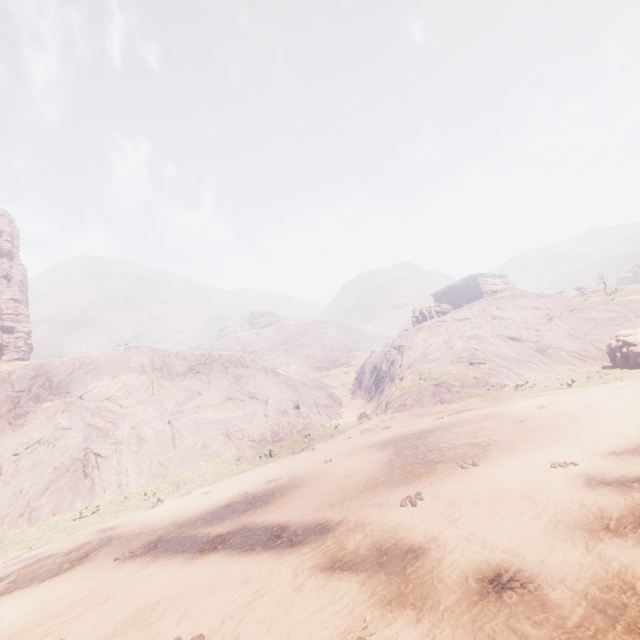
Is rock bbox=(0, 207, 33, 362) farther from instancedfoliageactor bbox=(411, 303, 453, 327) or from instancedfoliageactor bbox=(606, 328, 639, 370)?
instancedfoliageactor bbox=(606, 328, 639, 370)

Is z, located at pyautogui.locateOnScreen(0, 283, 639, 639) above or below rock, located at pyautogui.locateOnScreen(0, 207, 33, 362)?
below

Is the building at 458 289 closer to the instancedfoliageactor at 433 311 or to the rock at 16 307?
the instancedfoliageactor at 433 311

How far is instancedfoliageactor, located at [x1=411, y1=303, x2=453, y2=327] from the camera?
37.7 meters

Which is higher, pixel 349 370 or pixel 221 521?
pixel 349 370

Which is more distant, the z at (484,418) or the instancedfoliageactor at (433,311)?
the instancedfoliageactor at (433,311)

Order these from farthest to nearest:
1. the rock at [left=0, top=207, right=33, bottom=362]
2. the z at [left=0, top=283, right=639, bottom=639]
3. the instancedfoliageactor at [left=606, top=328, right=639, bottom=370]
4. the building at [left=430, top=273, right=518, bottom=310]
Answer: the building at [left=430, top=273, right=518, bottom=310] < the rock at [left=0, top=207, right=33, bottom=362] < the instancedfoliageactor at [left=606, top=328, right=639, bottom=370] < the z at [left=0, top=283, right=639, bottom=639]

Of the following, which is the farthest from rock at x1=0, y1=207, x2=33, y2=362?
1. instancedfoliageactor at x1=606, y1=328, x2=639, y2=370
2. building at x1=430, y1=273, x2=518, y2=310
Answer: instancedfoliageactor at x1=606, y1=328, x2=639, y2=370
